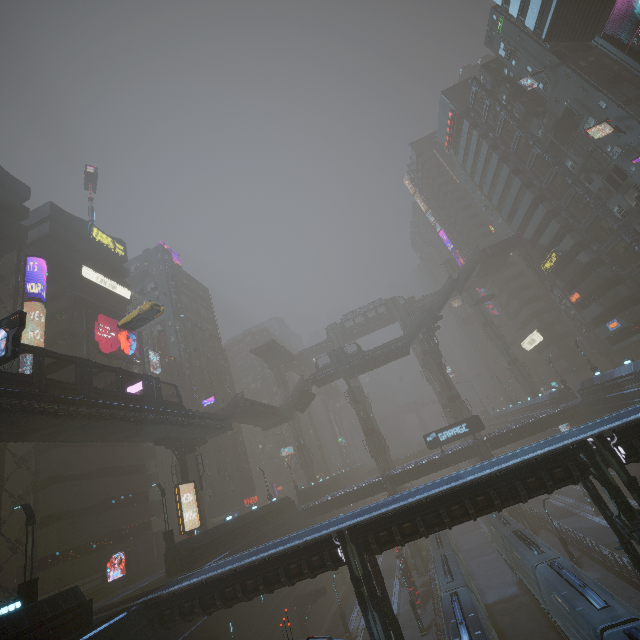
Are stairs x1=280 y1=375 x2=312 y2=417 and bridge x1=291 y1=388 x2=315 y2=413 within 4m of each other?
yes

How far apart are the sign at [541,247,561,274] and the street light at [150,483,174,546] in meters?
57.0 m

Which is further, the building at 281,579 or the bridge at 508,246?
the bridge at 508,246

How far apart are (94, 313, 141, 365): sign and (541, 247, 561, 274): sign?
59.30m

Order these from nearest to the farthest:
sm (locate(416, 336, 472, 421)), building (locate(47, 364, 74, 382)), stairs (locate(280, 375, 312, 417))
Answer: building (locate(47, 364, 74, 382)) → sm (locate(416, 336, 472, 421)) → stairs (locate(280, 375, 312, 417))

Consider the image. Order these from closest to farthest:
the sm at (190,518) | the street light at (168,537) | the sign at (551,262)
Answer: the street light at (168,537) < the sm at (190,518) < the sign at (551,262)

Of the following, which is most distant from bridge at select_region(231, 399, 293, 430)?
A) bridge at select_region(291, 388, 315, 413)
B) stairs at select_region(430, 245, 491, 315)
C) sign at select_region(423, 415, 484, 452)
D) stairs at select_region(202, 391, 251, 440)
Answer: stairs at select_region(430, 245, 491, 315)

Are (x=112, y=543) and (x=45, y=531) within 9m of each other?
yes
